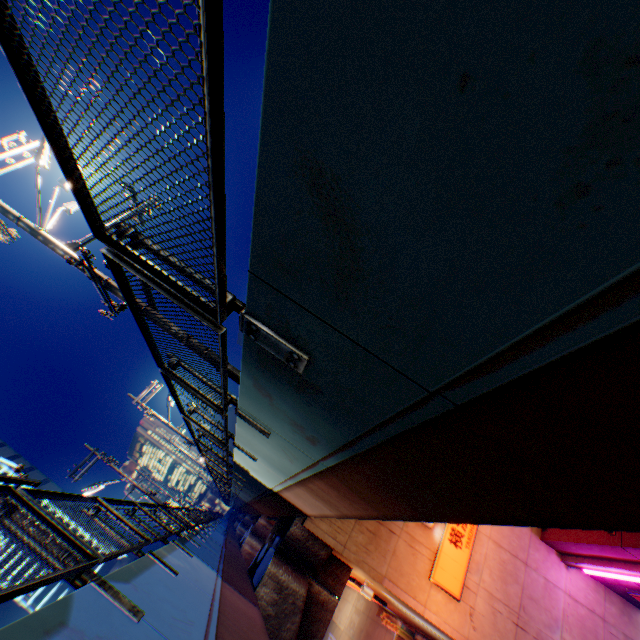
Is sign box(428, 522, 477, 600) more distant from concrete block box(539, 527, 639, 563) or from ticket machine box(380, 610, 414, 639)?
ticket machine box(380, 610, 414, 639)

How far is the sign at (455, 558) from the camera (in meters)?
10.38

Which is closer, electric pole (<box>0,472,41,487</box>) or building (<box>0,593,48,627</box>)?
electric pole (<box>0,472,41,487</box>)

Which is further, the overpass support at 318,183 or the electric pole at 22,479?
the electric pole at 22,479

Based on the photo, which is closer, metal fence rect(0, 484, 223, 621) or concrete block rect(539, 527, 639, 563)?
metal fence rect(0, 484, 223, 621)

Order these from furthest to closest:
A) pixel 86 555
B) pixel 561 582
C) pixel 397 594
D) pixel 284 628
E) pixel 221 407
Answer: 1. pixel 561 582
2. pixel 397 594
3. pixel 284 628
4. pixel 221 407
5. pixel 86 555

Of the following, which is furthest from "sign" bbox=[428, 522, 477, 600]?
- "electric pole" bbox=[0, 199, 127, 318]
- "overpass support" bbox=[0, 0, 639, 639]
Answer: "electric pole" bbox=[0, 199, 127, 318]

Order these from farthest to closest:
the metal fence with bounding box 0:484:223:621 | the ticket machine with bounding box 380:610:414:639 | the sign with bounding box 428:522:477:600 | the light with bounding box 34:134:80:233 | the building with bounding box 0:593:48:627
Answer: the building with bounding box 0:593:48:627, the ticket machine with bounding box 380:610:414:639, the sign with bounding box 428:522:477:600, the light with bounding box 34:134:80:233, the metal fence with bounding box 0:484:223:621
